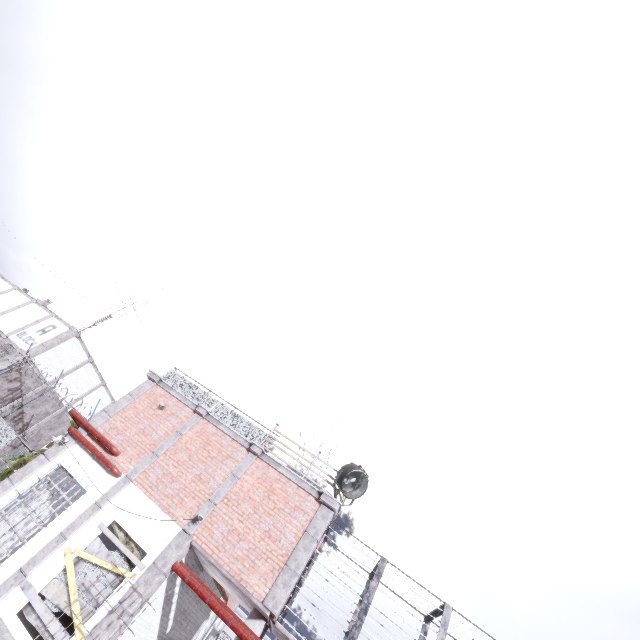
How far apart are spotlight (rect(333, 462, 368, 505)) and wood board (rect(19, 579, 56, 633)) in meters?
5.9

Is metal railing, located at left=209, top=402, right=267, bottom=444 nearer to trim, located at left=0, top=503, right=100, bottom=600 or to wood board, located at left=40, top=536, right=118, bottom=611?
trim, located at left=0, top=503, right=100, bottom=600

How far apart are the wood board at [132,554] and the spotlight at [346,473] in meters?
5.6 m

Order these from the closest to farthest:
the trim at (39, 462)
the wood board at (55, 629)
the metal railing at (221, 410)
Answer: the wood board at (55, 629) → the trim at (39, 462) → the metal railing at (221, 410)

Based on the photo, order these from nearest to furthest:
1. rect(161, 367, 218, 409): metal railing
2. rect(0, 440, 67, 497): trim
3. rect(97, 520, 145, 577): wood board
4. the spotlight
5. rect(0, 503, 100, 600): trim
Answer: rect(0, 503, 100, 600): trim, rect(97, 520, 145, 577): wood board, rect(0, 440, 67, 497): trim, the spotlight, rect(161, 367, 218, 409): metal railing

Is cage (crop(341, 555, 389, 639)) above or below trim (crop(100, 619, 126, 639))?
above

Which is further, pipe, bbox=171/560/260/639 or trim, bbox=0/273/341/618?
trim, bbox=0/273/341/618

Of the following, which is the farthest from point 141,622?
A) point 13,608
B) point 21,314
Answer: point 21,314
